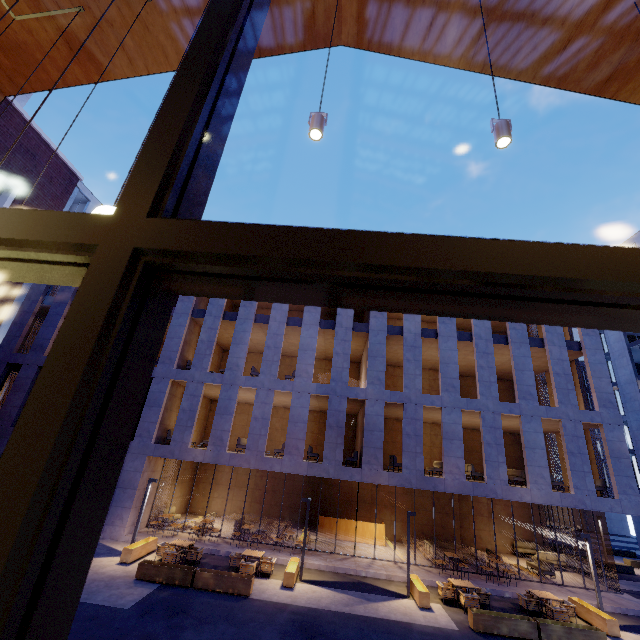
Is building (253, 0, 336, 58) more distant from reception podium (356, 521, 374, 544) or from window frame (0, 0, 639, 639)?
reception podium (356, 521, 374, 544)

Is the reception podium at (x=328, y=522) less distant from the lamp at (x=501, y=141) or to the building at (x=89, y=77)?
the building at (x=89, y=77)

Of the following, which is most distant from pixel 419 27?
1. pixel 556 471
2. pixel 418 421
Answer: pixel 556 471

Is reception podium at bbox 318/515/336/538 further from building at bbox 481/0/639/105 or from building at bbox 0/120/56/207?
building at bbox 481/0/639/105

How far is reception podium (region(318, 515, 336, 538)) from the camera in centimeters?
1920cm

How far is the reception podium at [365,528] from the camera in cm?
1903

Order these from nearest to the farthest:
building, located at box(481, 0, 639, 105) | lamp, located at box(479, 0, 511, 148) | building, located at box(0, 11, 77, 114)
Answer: lamp, located at box(479, 0, 511, 148), building, located at box(481, 0, 639, 105), building, located at box(0, 11, 77, 114)

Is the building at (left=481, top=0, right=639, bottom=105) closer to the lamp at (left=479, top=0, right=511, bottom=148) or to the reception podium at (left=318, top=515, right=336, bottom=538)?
the lamp at (left=479, top=0, right=511, bottom=148)
